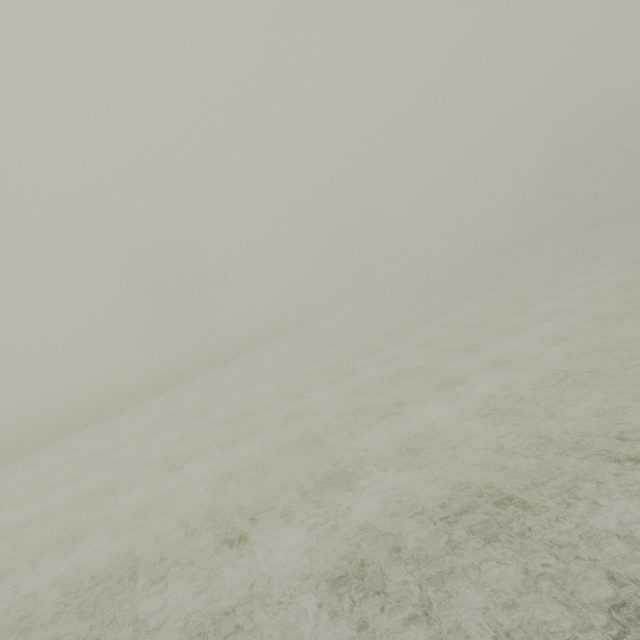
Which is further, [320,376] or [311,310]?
[311,310]
